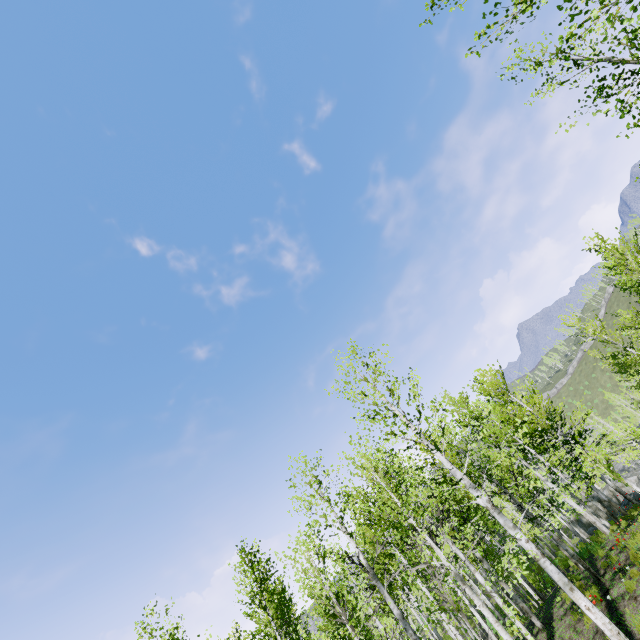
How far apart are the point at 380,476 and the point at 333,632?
31.0 meters

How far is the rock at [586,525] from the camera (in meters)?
31.09

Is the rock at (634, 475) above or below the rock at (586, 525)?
above

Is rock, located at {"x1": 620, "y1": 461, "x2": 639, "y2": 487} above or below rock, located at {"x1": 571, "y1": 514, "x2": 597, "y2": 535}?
above

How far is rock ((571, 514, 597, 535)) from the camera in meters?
31.1 m
